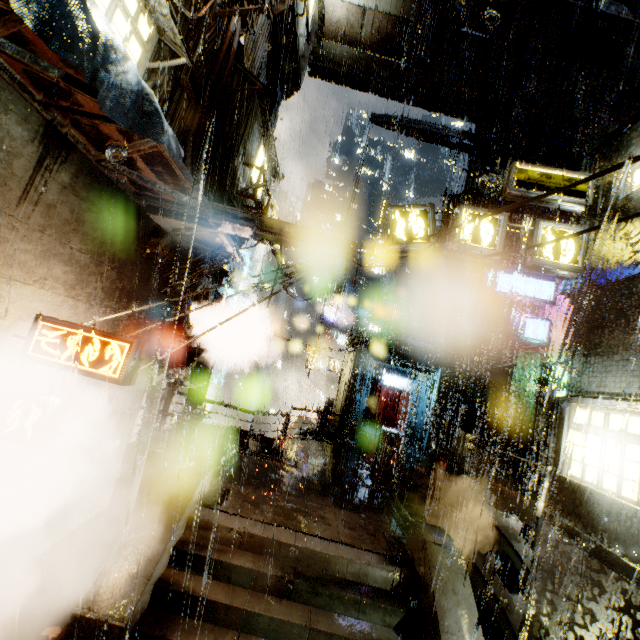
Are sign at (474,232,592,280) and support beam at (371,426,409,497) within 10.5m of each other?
yes

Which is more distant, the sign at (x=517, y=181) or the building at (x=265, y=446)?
the building at (x=265, y=446)

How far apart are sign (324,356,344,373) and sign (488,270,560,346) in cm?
1303

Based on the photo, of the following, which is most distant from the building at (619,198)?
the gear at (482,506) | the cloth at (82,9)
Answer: the gear at (482,506)

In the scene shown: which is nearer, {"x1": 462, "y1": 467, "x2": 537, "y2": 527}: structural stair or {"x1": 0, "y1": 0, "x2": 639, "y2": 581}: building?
{"x1": 0, "y1": 0, "x2": 639, "y2": 581}: building

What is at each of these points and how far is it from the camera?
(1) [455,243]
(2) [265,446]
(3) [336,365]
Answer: (1) sign, 8.8m
(2) building, 17.6m
(3) sign, 29.1m

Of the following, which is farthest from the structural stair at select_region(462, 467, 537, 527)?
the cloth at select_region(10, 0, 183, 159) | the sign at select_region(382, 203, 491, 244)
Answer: the cloth at select_region(10, 0, 183, 159)

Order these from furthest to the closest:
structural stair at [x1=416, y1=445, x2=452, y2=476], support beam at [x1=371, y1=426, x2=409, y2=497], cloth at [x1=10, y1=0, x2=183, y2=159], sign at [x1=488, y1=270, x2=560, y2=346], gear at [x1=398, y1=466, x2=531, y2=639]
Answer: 1. sign at [x1=488, y1=270, x2=560, y2=346]
2. structural stair at [x1=416, y1=445, x2=452, y2=476]
3. support beam at [x1=371, y1=426, x2=409, y2=497]
4. gear at [x1=398, y1=466, x2=531, y2=639]
5. cloth at [x1=10, y1=0, x2=183, y2=159]
